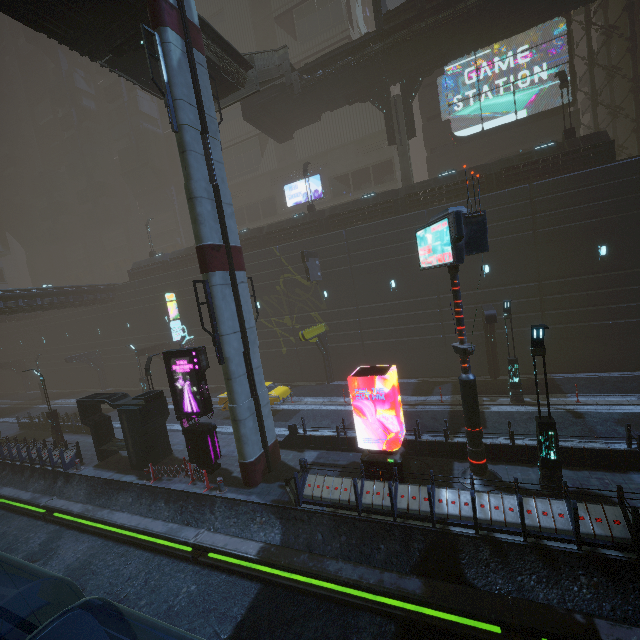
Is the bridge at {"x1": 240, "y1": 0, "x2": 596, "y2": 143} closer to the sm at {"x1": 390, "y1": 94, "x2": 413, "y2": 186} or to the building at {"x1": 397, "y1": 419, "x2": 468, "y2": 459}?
the sm at {"x1": 390, "y1": 94, "x2": 413, "y2": 186}

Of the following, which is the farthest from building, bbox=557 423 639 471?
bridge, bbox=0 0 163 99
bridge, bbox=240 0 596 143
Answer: bridge, bbox=0 0 163 99

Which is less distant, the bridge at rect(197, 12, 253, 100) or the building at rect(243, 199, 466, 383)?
the bridge at rect(197, 12, 253, 100)

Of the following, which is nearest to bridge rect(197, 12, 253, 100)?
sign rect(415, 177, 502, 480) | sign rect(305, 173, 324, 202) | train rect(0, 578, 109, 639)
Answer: sign rect(415, 177, 502, 480)

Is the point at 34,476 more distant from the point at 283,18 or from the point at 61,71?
the point at 61,71

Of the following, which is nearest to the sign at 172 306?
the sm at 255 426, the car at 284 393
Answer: the car at 284 393

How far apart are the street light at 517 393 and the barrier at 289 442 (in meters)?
11.18

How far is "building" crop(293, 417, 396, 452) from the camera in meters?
14.8 m
